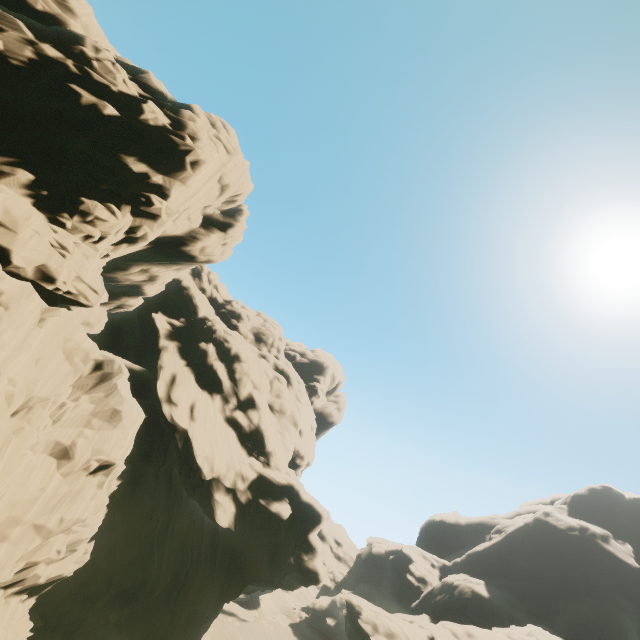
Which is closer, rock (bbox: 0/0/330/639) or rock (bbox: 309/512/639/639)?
rock (bbox: 0/0/330/639)

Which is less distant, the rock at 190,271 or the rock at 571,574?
the rock at 190,271

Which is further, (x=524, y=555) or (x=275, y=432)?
(x=524, y=555)
